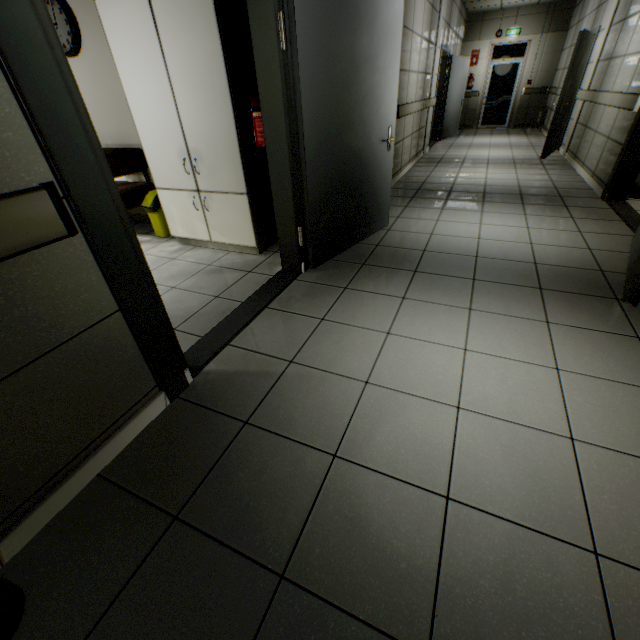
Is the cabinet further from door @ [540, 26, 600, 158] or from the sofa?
door @ [540, 26, 600, 158]

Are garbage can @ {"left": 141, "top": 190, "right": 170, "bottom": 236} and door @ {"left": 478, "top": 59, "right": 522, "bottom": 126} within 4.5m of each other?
no

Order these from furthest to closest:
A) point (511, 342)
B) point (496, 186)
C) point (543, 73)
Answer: point (543, 73) < point (496, 186) < point (511, 342)

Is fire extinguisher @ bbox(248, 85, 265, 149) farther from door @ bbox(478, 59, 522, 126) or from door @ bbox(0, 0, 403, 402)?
door @ bbox(478, 59, 522, 126)

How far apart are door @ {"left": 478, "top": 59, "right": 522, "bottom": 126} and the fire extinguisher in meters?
12.9 m

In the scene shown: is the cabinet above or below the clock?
below

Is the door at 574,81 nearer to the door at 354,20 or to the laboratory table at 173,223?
the door at 354,20

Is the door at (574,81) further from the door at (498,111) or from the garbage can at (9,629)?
the garbage can at (9,629)
